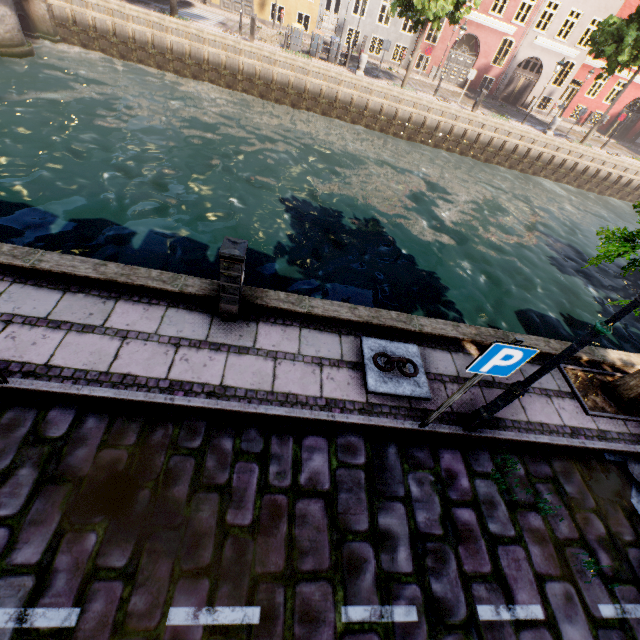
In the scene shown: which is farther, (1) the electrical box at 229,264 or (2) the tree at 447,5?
(2) the tree at 447,5

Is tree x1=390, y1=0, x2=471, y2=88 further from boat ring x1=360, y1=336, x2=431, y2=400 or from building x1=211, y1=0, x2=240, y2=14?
building x1=211, y1=0, x2=240, y2=14

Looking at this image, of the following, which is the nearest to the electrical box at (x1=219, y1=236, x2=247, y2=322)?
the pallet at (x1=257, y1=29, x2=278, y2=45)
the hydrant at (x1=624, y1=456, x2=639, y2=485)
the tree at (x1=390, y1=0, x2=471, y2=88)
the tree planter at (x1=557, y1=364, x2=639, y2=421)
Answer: the tree at (x1=390, y1=0, x2=471, y2=88)

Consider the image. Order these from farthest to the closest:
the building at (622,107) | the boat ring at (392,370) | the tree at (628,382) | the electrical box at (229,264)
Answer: the building at (622,107) < the tree at (628,382) < the boat ring at (392,370) < the electrical box at (229,264)

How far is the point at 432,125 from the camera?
21.4 meters

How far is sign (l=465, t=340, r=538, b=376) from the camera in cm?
302

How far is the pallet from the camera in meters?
19.5

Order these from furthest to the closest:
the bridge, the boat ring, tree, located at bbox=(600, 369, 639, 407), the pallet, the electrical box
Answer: the pallet
the bridge
tree, located at bbox=(600, 369, 639, 407)
the boat ring
the electrical box
